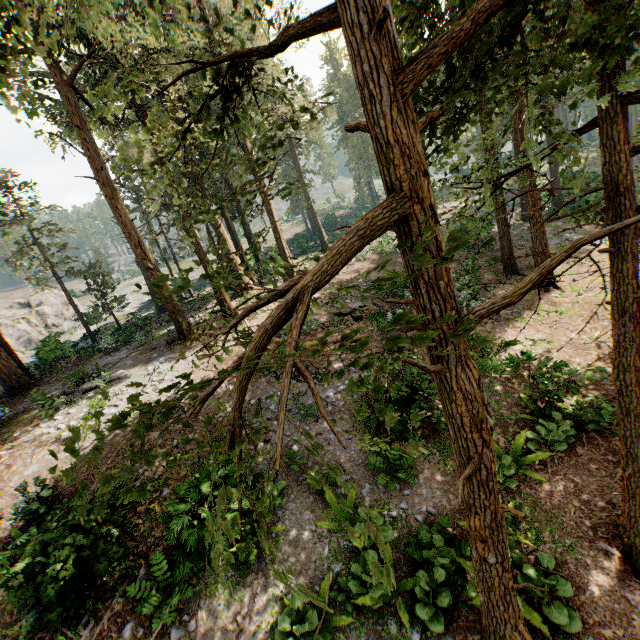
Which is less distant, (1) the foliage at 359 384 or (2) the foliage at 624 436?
(1) the foliage at 359 384

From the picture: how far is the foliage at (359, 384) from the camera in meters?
2.0

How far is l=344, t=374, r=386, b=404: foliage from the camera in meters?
2.0 m

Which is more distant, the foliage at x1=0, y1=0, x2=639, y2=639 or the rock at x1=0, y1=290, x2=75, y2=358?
the rock at x1=0, y1=290, x2=75, y2=358

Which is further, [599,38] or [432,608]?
[432,608]

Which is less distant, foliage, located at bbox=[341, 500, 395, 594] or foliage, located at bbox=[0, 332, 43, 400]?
foliage, located at bbox=[341, 500, 395, 594]
